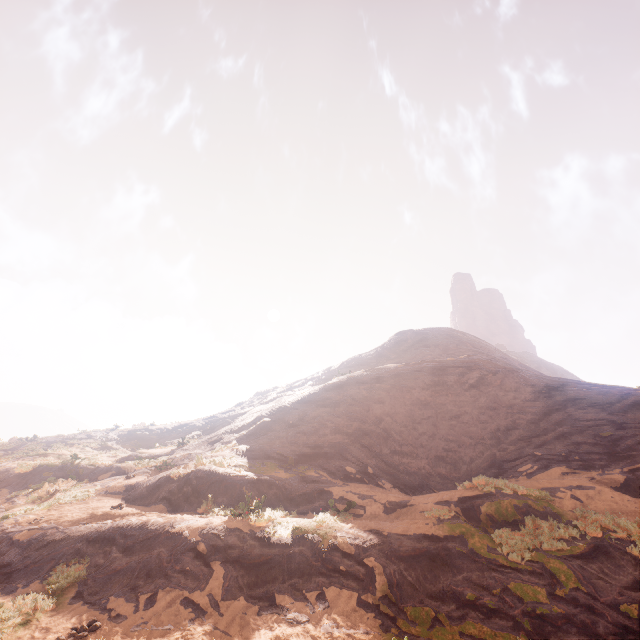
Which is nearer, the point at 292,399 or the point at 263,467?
the point at 263,467
